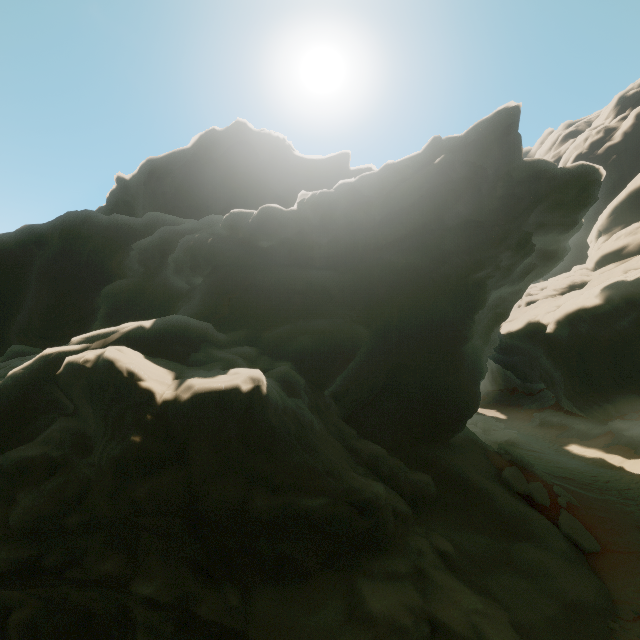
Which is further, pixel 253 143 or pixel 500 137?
pixel 253 143
